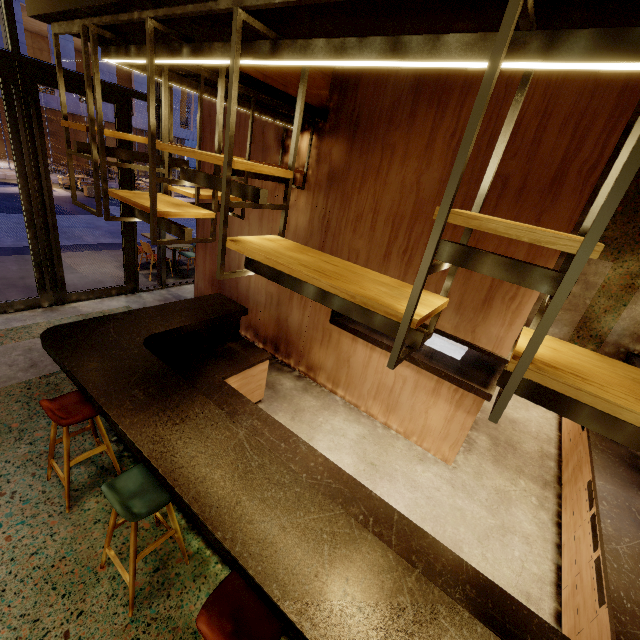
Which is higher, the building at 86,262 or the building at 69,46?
the building at 69,46

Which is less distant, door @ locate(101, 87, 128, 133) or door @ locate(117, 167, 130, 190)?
door @ locate(101, 87, 128, 133)

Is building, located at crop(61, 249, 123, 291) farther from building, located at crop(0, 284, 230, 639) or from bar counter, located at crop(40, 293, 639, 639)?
bar counter, located at crop(40, 293, 639, 639)

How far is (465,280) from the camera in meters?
3.5

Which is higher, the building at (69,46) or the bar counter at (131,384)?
the building at (69,46)

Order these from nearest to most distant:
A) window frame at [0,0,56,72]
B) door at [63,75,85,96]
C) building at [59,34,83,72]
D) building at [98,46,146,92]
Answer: window frame at [0,0,56,72] → door at [63,75,85,96] → building at [59,34,83,72] → building at [98,46,146,92]

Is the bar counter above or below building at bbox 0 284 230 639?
above

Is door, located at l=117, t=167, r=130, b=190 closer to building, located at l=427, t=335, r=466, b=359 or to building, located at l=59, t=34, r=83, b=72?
building, located at l=427, t=335, r=466, b=359
